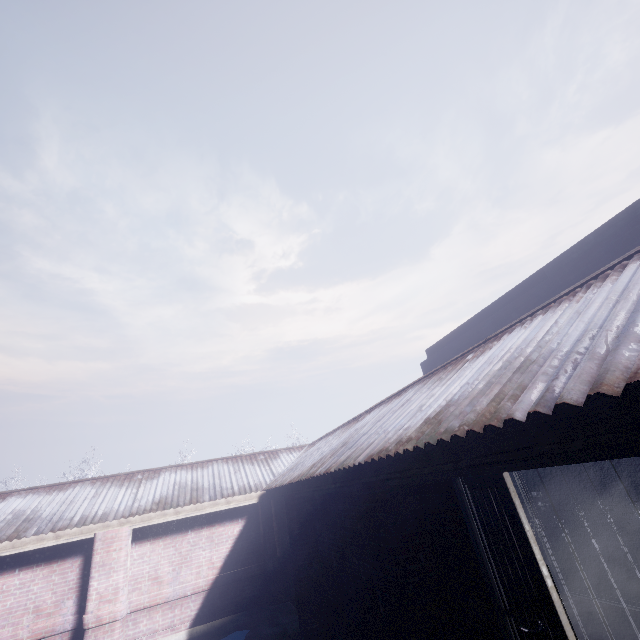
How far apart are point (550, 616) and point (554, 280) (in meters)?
4.45
